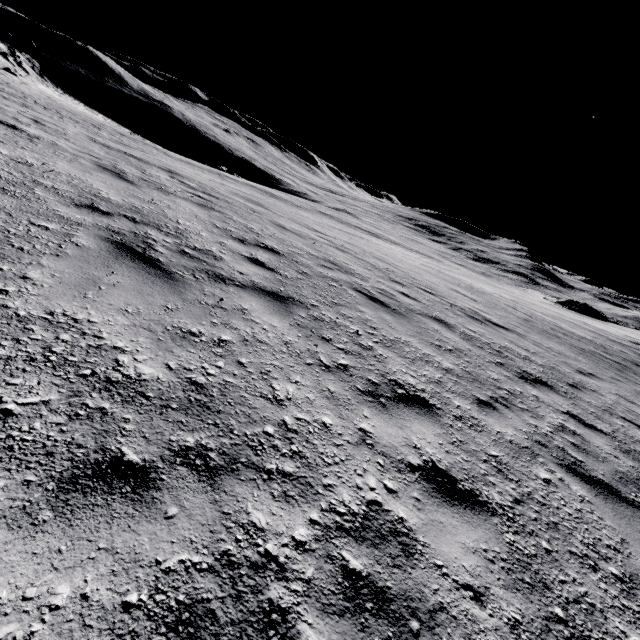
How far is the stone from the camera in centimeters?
5878cm

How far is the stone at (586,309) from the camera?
58.78m

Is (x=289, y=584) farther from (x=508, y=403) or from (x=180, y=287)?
(x=508, y=403)
